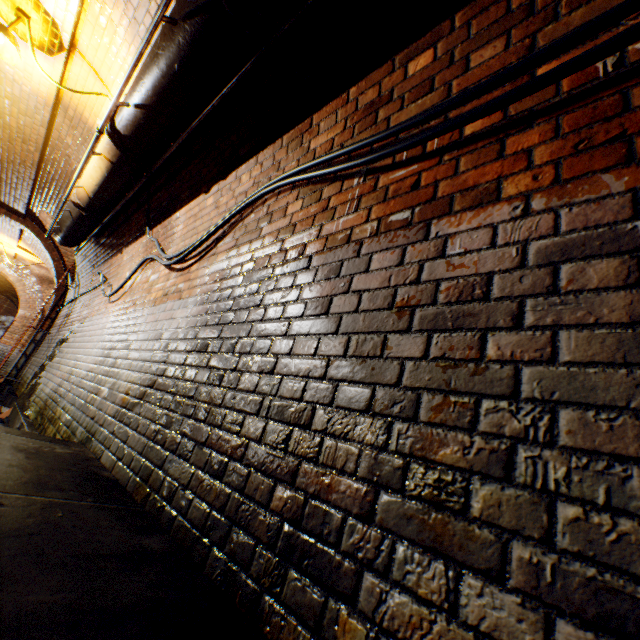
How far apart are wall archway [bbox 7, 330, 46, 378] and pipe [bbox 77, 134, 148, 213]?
6.33m

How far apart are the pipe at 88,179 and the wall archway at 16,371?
6.3m

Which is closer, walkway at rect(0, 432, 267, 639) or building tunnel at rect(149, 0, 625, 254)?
walkway at rect(0, 432, 267, 639)

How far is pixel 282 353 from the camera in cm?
143

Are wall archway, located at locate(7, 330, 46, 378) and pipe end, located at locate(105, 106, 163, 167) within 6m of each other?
no

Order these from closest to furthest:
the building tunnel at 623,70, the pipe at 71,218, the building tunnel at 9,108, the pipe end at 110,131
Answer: the building tunnel at 623,70 < the pipe end at 110,131 < the building tunnel at 9,108 < the pipe at 71,218

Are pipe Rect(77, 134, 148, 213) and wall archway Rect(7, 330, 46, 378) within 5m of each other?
no

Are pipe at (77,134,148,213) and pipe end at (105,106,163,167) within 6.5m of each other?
yes
